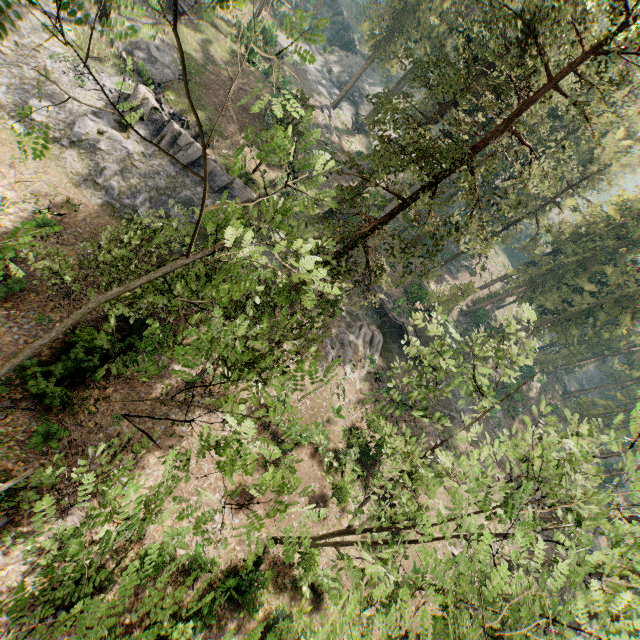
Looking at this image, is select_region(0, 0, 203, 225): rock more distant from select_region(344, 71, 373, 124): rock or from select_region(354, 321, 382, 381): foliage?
select_region(344, 71, 373, 124): rock

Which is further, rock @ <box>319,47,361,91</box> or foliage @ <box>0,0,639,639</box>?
rock @ <box>319,47,361,91</box>

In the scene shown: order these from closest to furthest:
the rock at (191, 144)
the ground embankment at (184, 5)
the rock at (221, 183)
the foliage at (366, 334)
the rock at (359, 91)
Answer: the rock at (191, 144) < the rock at (221, 183) < the foliage at (366, 334) < the ground embankment at (184, 5) < the rock at (359, 91)

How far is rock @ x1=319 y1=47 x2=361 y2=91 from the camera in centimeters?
5434cm

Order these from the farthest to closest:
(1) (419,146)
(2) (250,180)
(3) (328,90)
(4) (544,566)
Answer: (3) (328,90) < (2) (250,180) < (1) (419,146) < (4) (544,566)

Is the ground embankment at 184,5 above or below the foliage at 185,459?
below

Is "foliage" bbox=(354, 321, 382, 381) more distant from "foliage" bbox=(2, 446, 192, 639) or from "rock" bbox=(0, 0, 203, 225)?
"rock" bbox=(0, 0, 203, 225)

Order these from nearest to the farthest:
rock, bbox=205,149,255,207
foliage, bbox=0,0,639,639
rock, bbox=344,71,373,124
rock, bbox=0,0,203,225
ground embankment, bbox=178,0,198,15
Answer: foliage, bbox=0,0,639,639 → rock, bbox=0,0,203,225 → rock, bbox=205,149,255,207 → ground embankment, bbox=178,0,198,15 → rock, bbox=344,71,373,124
